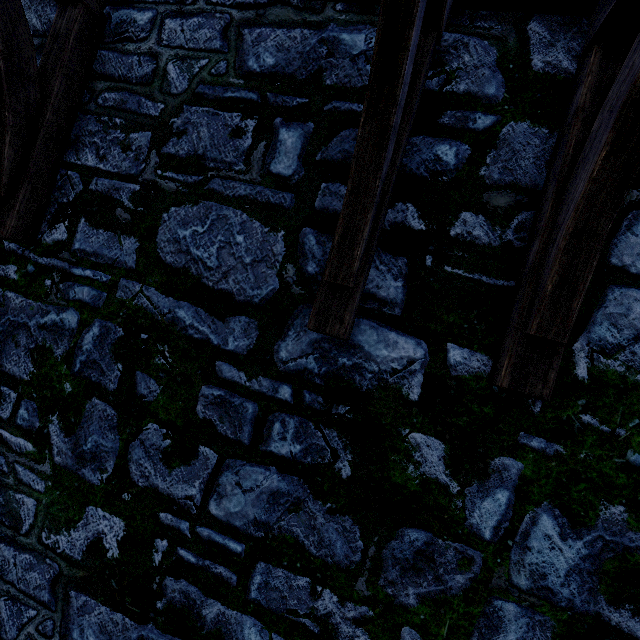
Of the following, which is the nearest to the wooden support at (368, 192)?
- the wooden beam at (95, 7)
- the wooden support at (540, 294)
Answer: the wooden beam at (95, 7)

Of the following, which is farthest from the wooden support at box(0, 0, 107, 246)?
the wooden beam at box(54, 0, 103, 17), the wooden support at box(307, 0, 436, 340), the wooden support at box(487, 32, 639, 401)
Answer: the wooden support at box(487, 32, 639, 401)

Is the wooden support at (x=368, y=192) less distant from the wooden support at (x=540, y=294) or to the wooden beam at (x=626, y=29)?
the wooden beam at (x=626, y=29)

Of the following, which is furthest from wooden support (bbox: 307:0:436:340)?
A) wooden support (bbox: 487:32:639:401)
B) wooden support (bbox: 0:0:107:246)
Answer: wooden support (bbox: 0:0:107:246)

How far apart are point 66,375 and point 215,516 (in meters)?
1.29

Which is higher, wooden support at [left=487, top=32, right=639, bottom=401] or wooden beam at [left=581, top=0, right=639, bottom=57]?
wooden beam at [left=581, top=0, right=639, bottom=57]

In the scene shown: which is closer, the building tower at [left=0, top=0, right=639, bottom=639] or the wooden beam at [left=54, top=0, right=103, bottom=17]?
the building tower at [left=0, top=0, right=639, bottom=639]
